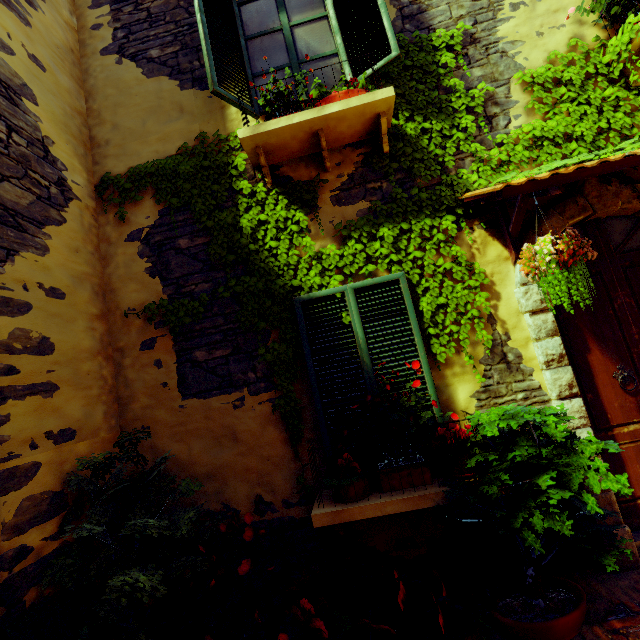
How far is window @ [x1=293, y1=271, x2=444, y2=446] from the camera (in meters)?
2.96

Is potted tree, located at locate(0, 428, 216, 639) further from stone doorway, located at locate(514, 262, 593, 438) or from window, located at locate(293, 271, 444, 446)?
stone doorway, located at locate(514, 262, 593, 438)

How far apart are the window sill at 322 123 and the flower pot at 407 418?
2.95m

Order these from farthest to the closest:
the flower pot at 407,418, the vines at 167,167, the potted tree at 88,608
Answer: the vines at 167,167
the flower pot at 407,418
the potted tree at 88,608

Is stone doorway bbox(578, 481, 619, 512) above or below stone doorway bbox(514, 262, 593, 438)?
below

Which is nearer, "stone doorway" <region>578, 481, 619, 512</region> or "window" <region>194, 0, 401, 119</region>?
"stone doorway" <region>578, 481, 619, 512</region>

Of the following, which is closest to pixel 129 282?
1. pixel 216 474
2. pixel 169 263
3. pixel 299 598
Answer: pixel 169 263

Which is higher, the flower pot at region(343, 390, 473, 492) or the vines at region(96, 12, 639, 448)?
the vines at region(96, 12, 639, 448)
